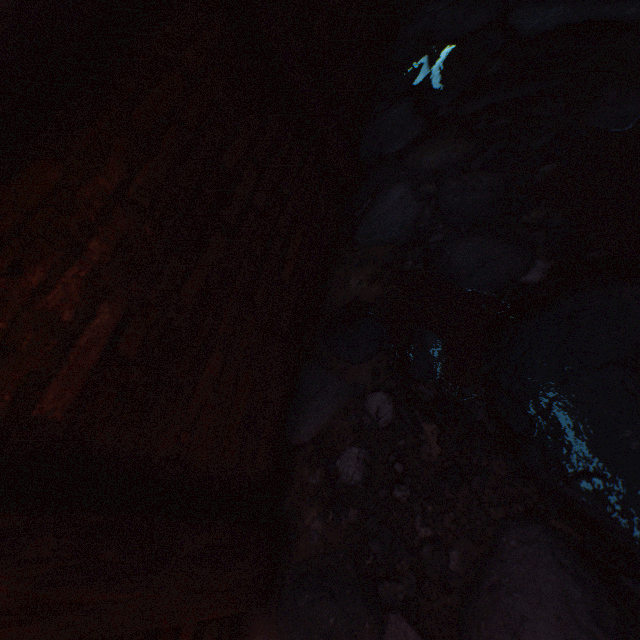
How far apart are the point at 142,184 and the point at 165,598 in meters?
1.1
